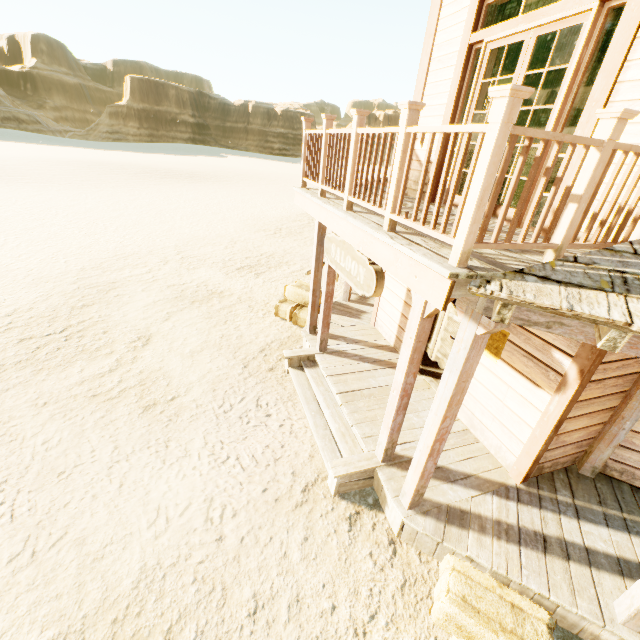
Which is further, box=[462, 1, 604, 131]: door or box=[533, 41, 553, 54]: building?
box=[533, 41, 553, 54]: building

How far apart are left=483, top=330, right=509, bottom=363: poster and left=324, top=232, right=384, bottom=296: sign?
1.8 meters

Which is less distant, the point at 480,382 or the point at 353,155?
the point at 353,155

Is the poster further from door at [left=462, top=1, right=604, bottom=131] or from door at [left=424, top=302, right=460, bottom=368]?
door at [left=462, top=1, right=604, bottom=131]

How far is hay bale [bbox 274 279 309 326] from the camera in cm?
806

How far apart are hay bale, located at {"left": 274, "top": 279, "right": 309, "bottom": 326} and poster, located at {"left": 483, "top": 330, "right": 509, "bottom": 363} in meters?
4.1 m

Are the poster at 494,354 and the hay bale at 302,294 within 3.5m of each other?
no

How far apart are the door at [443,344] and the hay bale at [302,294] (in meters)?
2.49
